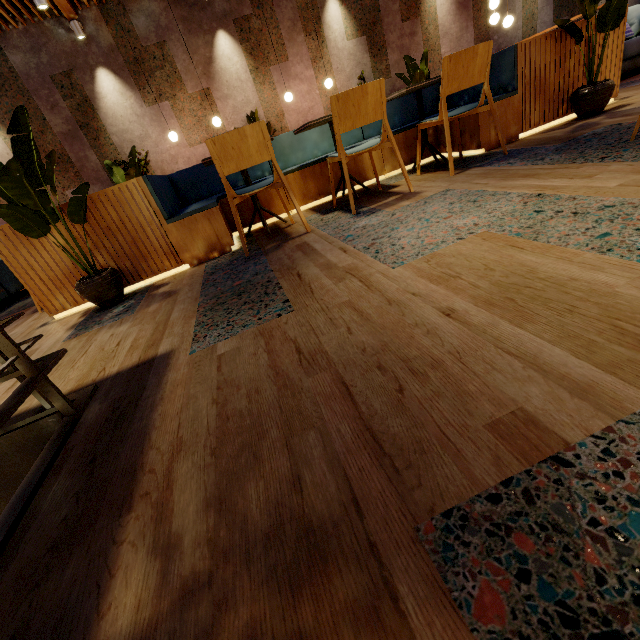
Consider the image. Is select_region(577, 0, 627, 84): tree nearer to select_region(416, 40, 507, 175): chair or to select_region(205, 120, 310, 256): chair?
select_region(416, 40, 507, 175): chair

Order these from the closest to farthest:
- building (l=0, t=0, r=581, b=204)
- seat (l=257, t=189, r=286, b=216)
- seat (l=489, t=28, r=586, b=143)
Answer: seat (l=489, t=28, r=586, b=143), seat (l=257, t=189, r=286, b=216), building (l=0, t=0, r=581, b=204)

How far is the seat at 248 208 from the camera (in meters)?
3.49

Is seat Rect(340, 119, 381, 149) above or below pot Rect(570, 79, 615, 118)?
above

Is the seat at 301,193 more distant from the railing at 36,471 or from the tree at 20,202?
the railing at 36,471

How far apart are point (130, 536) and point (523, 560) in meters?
0.8 m

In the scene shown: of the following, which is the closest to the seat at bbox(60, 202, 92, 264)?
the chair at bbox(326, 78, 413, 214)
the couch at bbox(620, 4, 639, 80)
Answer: the chair at bbox(326, 78, 413, 214)

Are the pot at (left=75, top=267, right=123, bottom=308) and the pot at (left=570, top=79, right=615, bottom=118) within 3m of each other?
no
